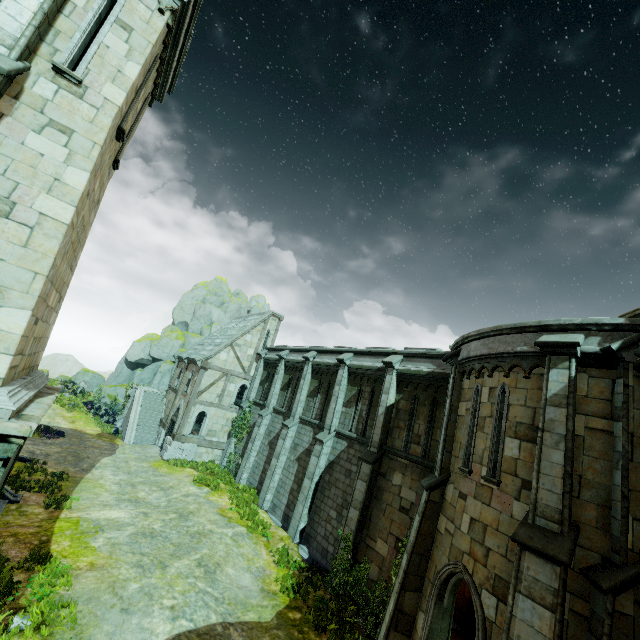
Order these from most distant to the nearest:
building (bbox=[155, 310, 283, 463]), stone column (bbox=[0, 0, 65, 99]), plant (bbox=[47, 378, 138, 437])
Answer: plant (bbox=[47, 378, 138, 437]) → building (bbox=[155, 310, 283, 463]) → stone column (bbox=[0, 0, 65, 99])

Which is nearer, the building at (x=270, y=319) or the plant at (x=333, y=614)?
the plant at (x=333, y=614)

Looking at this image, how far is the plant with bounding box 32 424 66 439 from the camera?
20.9 meters

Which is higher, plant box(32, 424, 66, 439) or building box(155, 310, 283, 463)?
building box(155, 310, 283, 463)

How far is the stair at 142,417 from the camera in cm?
2609

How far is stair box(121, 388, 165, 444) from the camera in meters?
26.1

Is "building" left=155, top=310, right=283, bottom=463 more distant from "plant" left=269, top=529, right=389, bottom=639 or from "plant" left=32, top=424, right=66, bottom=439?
"plant" left=269, top=529, right=389, bottom=639

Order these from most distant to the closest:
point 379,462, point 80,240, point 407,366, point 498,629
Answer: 1. point 407,366
2. point 379,462
3. point 80,240
4. point 498,629
